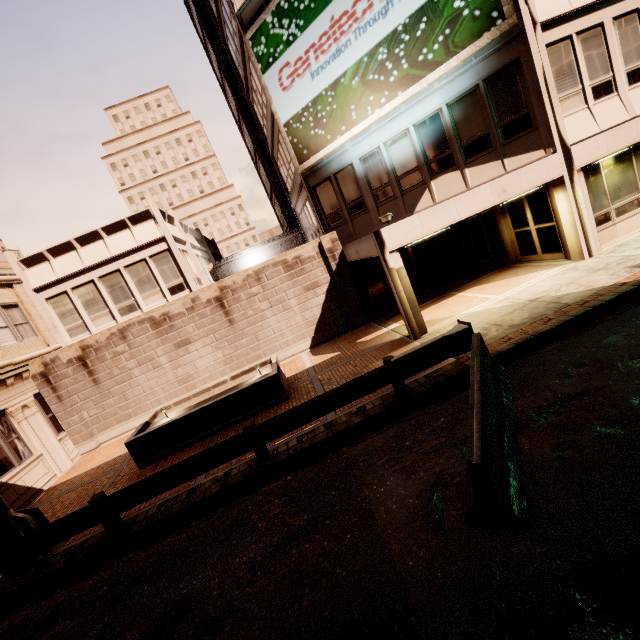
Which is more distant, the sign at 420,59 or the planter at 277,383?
the sign at 420,59

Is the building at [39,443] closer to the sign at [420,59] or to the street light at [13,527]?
the sign at [420,59]

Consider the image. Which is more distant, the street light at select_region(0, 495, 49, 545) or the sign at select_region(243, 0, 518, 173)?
the sign at select_region(243, 0, 518, 173)

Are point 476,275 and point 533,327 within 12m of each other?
→ yes

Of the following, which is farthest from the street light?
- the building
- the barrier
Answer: the barrier

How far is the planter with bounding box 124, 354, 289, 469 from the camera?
9.73m

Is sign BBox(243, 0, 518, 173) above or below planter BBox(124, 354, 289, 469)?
above

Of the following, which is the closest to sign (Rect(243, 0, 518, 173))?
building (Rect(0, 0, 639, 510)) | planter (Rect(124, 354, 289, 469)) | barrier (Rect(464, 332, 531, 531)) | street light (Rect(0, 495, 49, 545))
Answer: building (Rect(0, 0, 639, 510))
